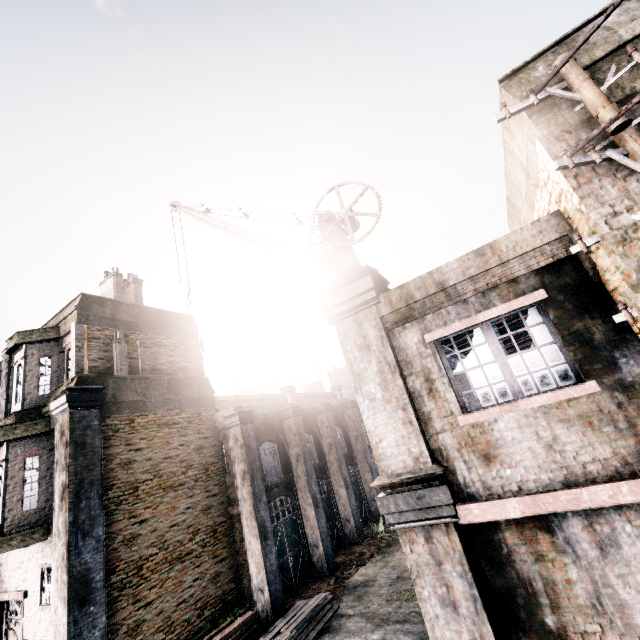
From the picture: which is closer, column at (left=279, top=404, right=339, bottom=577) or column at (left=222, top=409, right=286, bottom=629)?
column at (left=222, top=409, right=286, bottom=629)

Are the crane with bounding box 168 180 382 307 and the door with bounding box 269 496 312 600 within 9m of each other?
no

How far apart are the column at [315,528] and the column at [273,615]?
2.98m

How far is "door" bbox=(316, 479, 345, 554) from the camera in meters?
17.9

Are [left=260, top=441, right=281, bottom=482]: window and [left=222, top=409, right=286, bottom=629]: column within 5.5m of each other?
yes

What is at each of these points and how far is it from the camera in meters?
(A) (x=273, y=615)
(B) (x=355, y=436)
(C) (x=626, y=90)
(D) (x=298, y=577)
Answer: (A) column, 12.0 m
(B) column, 23.3 m
(C) building, 4.5 m
(D) door, 14.8 m

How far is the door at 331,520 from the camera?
17.88m

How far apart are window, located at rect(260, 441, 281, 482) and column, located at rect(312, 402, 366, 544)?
4.1m
